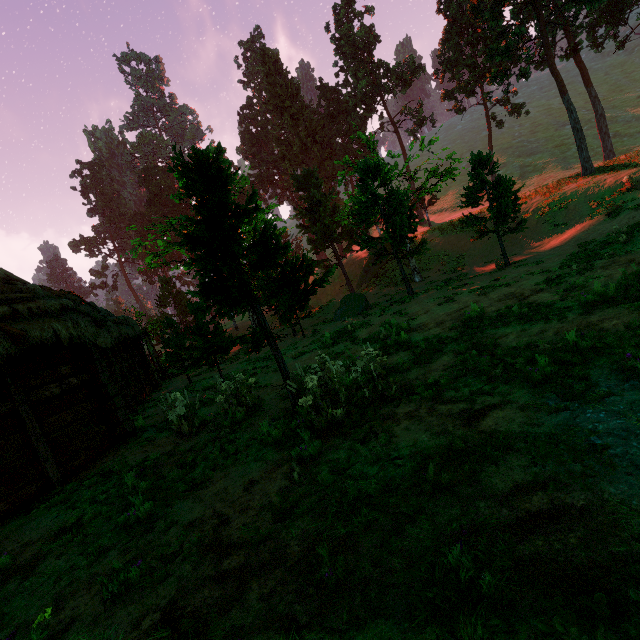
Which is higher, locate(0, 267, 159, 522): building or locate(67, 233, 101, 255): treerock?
locate(67, 233, 101, 255): treerock

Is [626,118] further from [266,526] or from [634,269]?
[266,526]

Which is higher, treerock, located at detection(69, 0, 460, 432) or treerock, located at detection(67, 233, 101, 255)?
treerock, located at detection(67, 233, 101, 255)

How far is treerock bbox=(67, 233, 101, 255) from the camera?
56.3 meters

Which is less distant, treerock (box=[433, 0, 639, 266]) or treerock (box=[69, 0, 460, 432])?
treerock (box=[69, 0, 460, 432])

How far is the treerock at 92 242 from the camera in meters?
56.3 m
